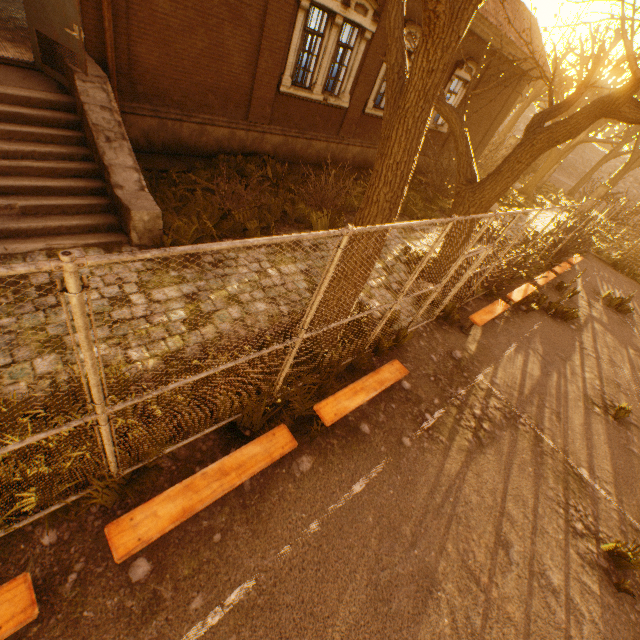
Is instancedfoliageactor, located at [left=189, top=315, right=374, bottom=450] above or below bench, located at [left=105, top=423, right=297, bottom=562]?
below

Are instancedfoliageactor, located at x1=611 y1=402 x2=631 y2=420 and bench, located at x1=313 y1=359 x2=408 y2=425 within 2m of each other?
no

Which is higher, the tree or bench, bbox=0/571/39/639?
the tree

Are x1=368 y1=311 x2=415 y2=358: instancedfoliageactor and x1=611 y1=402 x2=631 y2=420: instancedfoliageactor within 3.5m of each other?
no

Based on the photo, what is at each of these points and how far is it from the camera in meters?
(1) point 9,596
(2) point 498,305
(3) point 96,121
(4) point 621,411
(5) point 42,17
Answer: (1) bench, 2.4
(2) bench, 8.6
(3) stairs, 5.8
(4) instancedfoliageactor, 7.4
(5) door, 5.7

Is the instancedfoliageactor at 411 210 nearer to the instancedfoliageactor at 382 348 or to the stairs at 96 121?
the stairs at 96 121

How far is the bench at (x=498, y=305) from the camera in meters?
7.7

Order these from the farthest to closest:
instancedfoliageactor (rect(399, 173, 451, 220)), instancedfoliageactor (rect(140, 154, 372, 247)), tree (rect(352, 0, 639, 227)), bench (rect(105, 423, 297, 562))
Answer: instancedfoliageactor (rect(399, 173, 451, 220)) → instancedfoliageactor (rect(140, 154, 372, 247)) → tree (rect(352, 0, 639, 227)) → bench (rect(105, 423, 297, 562))
